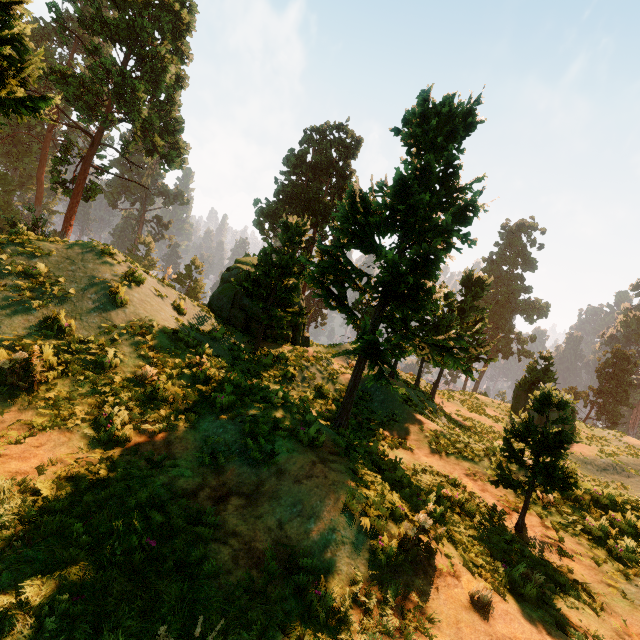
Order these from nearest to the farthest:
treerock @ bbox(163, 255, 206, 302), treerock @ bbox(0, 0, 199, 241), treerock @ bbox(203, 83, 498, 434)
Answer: treerock @ bbox(0, 0, 199, 241) → treerock @ bbox(203, 83, 498, 434) → treerock @ bbox(163, 255, 206, 302)

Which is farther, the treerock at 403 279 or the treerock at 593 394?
the treerock at 403 279

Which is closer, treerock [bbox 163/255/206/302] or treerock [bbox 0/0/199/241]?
treerock [bbox 0/0/199/241]

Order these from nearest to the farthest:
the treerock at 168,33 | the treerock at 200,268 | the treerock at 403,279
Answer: the treerock at 168,33, the treerock at 403,279, the treerock at 200,268

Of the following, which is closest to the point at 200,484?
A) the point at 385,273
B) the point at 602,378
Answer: the point at 385,273

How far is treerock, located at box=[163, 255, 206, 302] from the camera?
56.3 meters
